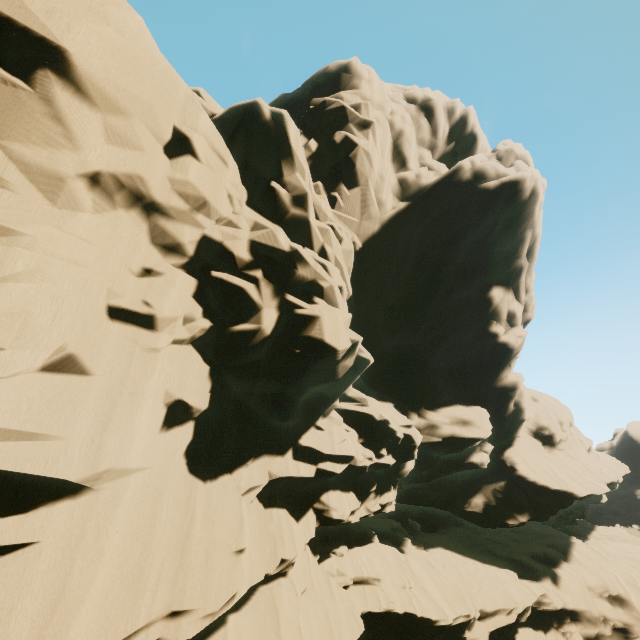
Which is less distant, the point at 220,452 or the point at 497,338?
the point at 220,452
